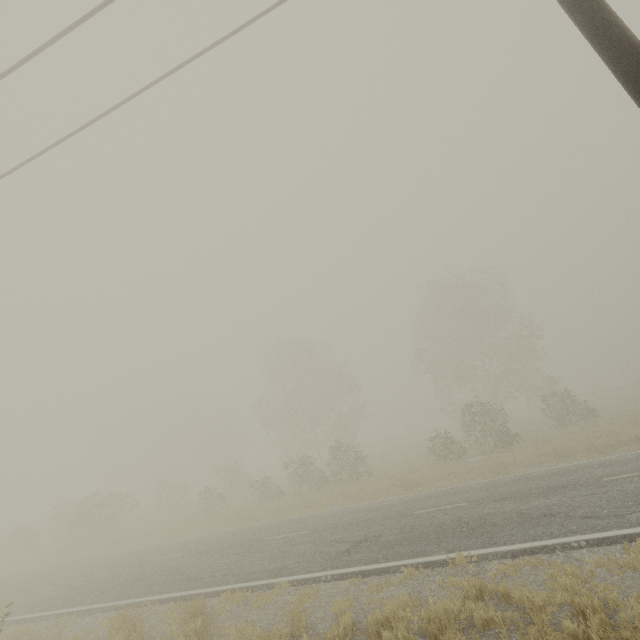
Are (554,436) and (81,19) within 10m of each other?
no
